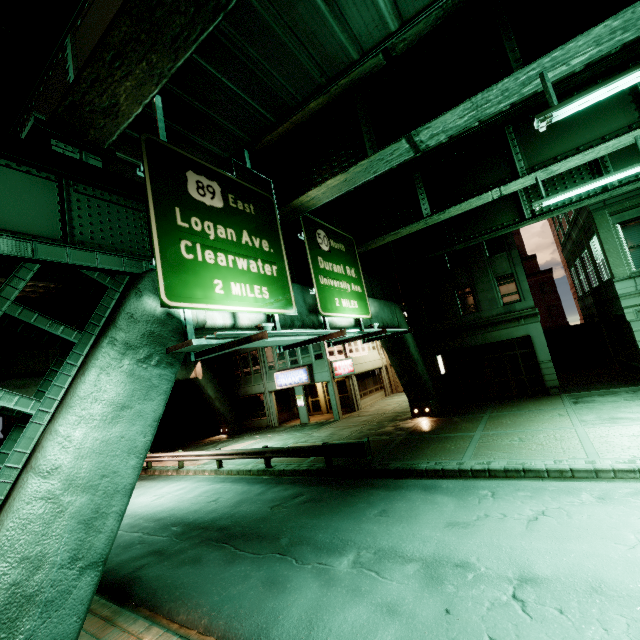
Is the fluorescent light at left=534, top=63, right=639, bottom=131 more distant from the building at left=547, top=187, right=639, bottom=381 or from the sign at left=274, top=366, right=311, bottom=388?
the sign at left=274, top=366, right=311, bottom=388

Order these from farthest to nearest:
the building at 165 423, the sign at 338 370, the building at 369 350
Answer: the building at 165 423
the building at 369 350
the sign at 338 370

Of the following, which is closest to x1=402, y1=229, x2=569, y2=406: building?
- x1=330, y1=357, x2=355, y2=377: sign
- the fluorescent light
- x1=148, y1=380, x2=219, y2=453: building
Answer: x1=330, y1=357, x2=355, y2=377: sign

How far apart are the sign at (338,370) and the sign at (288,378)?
1.7 meters

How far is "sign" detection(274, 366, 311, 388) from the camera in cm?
Answer: 2550

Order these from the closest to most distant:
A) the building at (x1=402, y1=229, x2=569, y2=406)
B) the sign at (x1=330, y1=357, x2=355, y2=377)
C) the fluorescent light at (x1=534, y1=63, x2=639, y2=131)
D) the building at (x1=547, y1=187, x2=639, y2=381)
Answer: the fluorescent light at (x1=534, y1=63, x2=639, y2=131), the building at (x1=547, y1=187, x2=639, y2=381), the building at (x1=402, y1=229, x2=569, y2=406), the sign at (x1=330, y1=357, x2=355, y2=377)

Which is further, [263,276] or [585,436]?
[585,436]

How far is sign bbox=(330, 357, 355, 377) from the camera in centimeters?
2523cm
